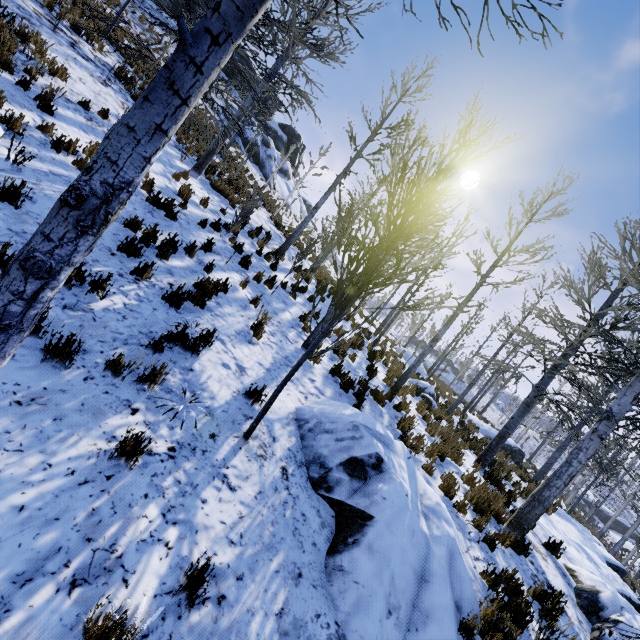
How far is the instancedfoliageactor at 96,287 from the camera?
4.4 meters

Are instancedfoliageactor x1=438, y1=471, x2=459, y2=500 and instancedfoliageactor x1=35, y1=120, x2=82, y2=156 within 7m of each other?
no

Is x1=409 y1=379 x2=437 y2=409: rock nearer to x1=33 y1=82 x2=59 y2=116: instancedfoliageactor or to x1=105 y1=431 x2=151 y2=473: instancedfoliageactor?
x1=33 y1=82 x2=59 y2=116: instancedfoliageactor

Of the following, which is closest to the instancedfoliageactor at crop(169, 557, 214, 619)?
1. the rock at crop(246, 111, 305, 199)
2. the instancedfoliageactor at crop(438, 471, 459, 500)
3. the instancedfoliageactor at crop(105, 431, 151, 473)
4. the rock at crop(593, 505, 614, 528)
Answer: the instancedfoliageactor at crop(105, 431, 151, 473)

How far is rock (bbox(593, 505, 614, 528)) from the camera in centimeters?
4846cm

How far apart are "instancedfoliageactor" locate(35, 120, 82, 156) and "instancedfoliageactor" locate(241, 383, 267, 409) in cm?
583

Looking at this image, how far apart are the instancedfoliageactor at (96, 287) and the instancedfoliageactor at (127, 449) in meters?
2.4

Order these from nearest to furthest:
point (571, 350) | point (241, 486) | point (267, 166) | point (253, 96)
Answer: point (241, 486)
point (253, 96)
point (571, 350)
point (267, 166)
